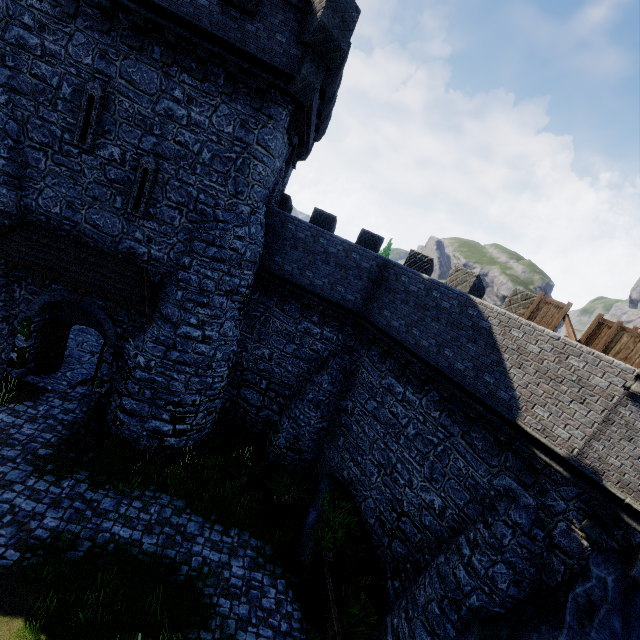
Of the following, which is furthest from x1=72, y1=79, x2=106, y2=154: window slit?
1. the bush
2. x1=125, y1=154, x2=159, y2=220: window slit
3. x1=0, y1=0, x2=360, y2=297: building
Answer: the bush

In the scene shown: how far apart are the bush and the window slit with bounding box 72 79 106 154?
13.6m

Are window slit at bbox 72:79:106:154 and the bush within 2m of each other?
no

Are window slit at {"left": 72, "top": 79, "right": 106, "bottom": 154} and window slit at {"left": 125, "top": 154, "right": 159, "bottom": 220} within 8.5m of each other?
yes

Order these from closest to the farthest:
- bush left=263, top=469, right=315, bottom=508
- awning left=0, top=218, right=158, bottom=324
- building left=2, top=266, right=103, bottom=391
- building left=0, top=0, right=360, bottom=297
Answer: building left=0, top=0, right=360, bottom=297 < awning left=0, top=218, right=158, bottom=324 < building left=2, top=266, right=103, bottom=391 < bush left=263, top=469, right=315, bottom=508

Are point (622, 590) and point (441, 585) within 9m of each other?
yes

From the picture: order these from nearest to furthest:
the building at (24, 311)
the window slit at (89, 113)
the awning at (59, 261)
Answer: the window slit at (89, 113) → the awning at (59, 261) → the building at (24, 311)

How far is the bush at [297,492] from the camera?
13.00m
